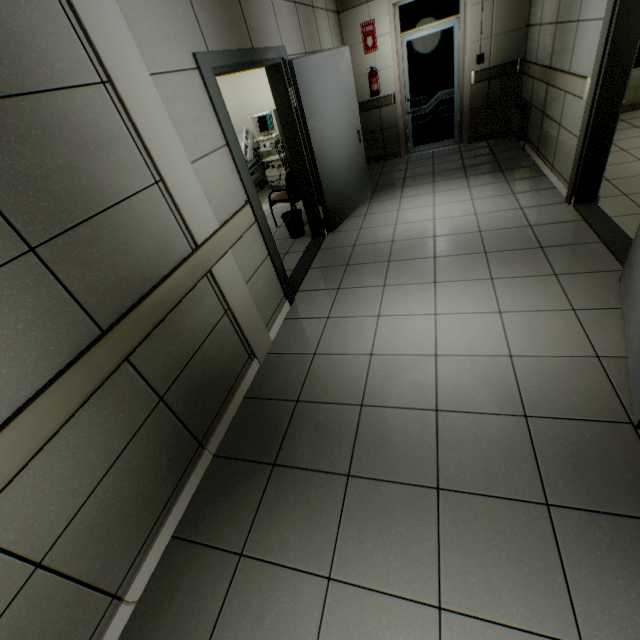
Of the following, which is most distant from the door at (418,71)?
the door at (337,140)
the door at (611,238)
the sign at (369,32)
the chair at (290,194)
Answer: the door at (611,238)

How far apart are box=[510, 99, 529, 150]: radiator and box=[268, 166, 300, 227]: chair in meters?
3.6 m

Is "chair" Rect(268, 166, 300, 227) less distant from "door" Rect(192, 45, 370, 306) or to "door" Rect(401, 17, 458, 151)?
"door" Rect(192, 45, 370, 306)

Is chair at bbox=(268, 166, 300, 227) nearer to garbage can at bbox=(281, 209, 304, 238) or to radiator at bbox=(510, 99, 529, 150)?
garbage can at bbox=(281, 209, 304, 238)

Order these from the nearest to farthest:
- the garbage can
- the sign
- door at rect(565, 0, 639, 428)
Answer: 1. door at rect(565, 0, 639, 428)
2. the garbage can
3. the sign

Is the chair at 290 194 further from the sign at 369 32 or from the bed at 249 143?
the sign at 369 32

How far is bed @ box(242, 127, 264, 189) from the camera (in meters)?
6.91

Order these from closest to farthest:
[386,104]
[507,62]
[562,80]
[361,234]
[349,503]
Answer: [349,503], [562,80], [361,234], [507,62], [386,104]
